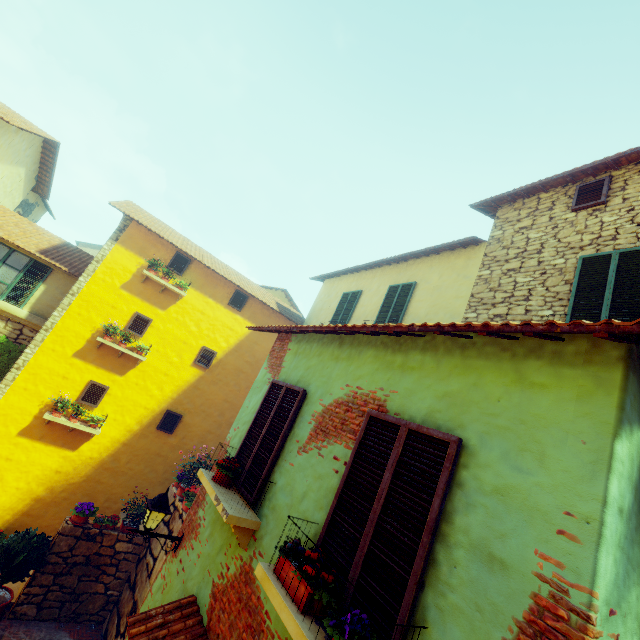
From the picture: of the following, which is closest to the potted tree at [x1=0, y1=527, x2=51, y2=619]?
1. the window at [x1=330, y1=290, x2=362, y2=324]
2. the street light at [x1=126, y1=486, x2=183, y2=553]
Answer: the street light at [x1=126, y1=486, x2=183, y2=553]

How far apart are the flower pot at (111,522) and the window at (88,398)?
2.9 meters

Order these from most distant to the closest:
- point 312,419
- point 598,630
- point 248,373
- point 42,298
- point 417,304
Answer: point 248,373 < point 42,298 < point 417,304 < point 312,419 < point 598,630

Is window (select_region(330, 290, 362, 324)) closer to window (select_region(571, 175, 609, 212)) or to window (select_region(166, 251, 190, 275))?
window (select_region(166, 251, 190, 275))

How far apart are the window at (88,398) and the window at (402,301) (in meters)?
8.58

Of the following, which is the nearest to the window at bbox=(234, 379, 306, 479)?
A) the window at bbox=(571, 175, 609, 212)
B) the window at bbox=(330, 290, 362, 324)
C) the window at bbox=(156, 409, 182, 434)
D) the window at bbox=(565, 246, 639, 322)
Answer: the window at bbox=(156, 409, 182, 434)

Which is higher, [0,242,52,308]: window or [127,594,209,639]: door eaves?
[0,242,52,308]: window

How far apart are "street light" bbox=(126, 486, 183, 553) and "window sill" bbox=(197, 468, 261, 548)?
0.67m
